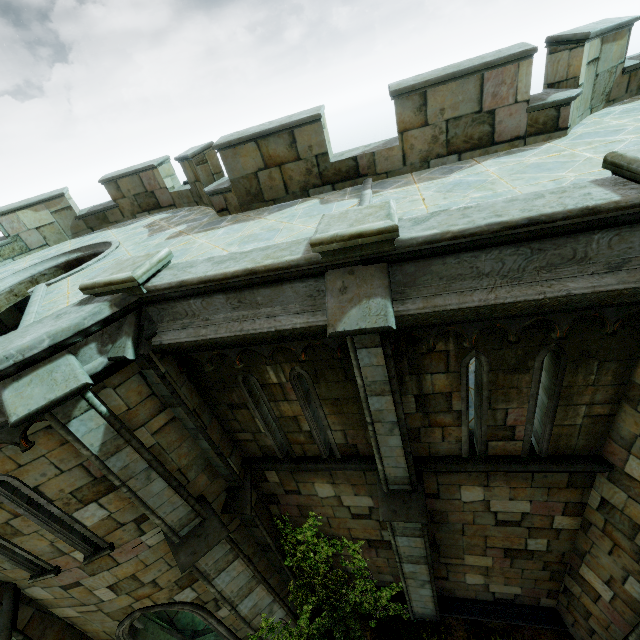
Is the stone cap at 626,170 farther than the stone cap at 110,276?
No

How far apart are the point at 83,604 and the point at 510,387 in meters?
9.3

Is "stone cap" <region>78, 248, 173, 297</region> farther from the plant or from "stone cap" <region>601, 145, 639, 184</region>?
the plant

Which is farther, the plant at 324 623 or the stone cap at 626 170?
the plant at 324 623

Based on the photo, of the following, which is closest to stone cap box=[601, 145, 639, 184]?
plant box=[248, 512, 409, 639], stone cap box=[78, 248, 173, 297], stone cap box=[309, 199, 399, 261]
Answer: stone cap box=[309, 199, 399, 261]

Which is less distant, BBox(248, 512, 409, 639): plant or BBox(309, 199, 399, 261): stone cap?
BBox(309, 199, 399, 261): stone cap

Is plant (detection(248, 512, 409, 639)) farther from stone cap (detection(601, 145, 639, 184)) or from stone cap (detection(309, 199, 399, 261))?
stone cap (detection(601, 145, 639, 184))

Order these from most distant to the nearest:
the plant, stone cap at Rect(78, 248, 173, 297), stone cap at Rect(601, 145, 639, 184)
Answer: the plant < stone cap at Rect(78, 248, 173, 297) < stone cap at Rect(601, 145, 639, 184)
